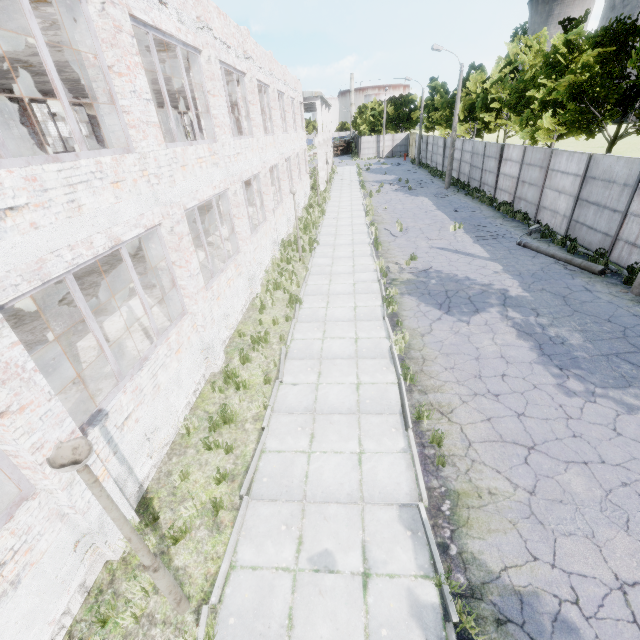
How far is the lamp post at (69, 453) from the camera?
2.8m

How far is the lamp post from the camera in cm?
277

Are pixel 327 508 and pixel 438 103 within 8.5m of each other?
no
